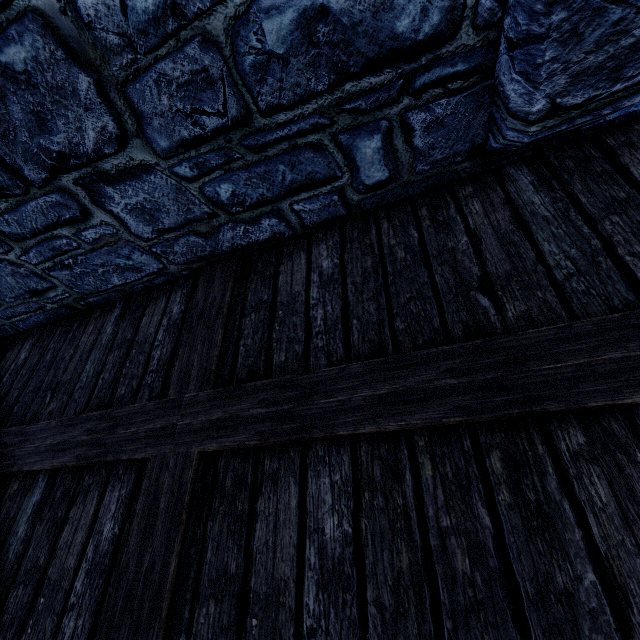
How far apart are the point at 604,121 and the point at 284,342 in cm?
198
